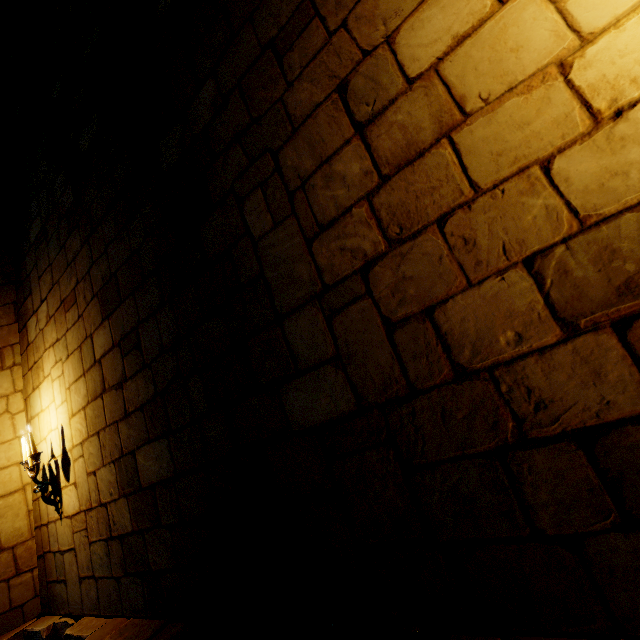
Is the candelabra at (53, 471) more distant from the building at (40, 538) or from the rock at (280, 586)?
the rock at (280, 586)

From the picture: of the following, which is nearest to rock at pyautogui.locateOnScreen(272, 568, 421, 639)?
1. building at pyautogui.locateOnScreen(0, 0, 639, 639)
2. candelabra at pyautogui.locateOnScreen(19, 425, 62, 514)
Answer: building at pyautogui.locateOnScreen(0, 0, 639, 639)

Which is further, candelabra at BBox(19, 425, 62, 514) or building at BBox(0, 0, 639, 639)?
candelabra at BBox(19, 425, 62, 514)

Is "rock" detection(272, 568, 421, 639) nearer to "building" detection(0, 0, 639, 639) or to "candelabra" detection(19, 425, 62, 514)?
"building" detection(0, 0, 639, 639)

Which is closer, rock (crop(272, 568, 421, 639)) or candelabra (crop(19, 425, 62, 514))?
rock (crop(272, 568, 421, 639))

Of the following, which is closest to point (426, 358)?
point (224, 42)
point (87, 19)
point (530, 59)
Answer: point (530, 59)
